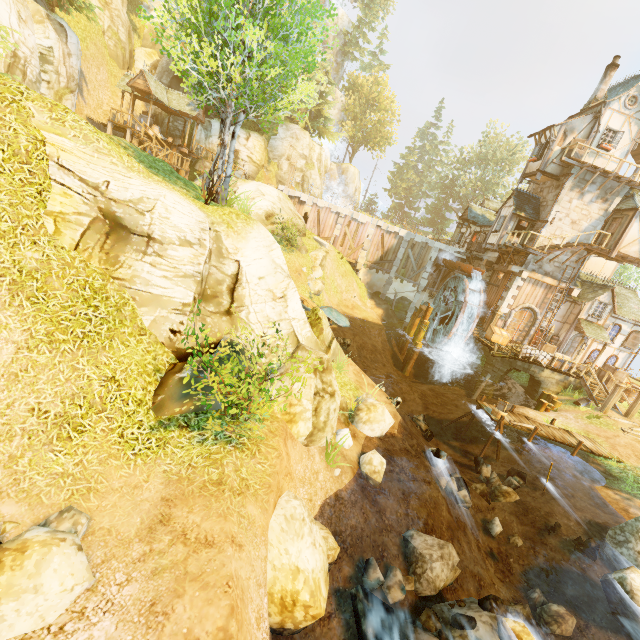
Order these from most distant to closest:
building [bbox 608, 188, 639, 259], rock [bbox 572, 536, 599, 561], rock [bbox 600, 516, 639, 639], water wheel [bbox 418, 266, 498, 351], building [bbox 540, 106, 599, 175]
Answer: water wheel [bbox 418, 266, 498, 351] < building [bbox 540, 106, 599, 175] < building [bbox 608, 188, 639, 259] < rock [bbox 572, 536, 599, 561] < rock [bbox 600, 516, 639, 639]

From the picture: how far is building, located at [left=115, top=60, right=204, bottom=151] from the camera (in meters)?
25.53

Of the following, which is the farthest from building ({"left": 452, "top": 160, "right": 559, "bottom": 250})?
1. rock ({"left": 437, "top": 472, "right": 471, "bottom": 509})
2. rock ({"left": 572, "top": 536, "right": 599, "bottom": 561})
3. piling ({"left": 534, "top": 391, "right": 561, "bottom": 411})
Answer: rock ({"left": 437, "top": 472, "right": 471, "bottom": 509})

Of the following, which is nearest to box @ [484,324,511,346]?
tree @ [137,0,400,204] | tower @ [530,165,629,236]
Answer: tower @ [530,165,629,236]

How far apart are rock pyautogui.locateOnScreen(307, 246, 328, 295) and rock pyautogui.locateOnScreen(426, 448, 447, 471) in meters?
16.8 m

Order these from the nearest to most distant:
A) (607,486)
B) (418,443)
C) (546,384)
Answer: (418,443) < (607,486) < (546,384)

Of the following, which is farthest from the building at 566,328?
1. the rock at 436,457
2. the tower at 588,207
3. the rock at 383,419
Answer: the rock at 383,419

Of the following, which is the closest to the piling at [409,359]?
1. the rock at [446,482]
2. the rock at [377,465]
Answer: the rock at [446,482]
